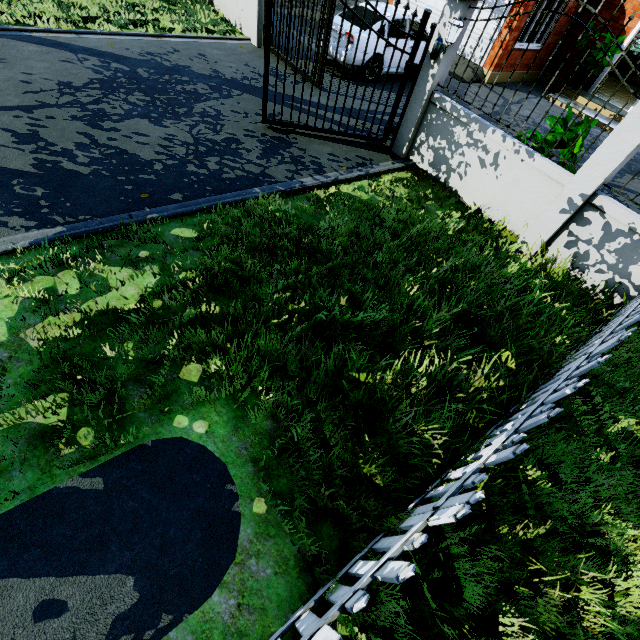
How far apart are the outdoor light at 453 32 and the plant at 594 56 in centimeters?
994cm

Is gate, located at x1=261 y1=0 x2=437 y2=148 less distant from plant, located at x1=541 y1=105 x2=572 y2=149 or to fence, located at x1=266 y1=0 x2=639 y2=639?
fence, located at x1=266 y1=0 x2=639 y2=639

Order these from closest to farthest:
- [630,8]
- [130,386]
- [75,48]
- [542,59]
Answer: [130,386] → [75,48] → [630,8] → [542,59]

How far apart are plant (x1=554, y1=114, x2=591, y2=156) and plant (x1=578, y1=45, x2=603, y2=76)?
9.5m

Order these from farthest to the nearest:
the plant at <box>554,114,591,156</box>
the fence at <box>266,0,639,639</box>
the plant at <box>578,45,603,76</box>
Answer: the plant at <box>578,45,603,76</box> → the plant at <box>554,114,591,156</box> → the fence at <box>266,0,639,639</box>

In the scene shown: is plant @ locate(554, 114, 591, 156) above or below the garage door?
above

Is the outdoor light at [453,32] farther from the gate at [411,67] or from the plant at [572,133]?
the plant at [572,133]

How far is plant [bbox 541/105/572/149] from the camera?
5.0 meters
